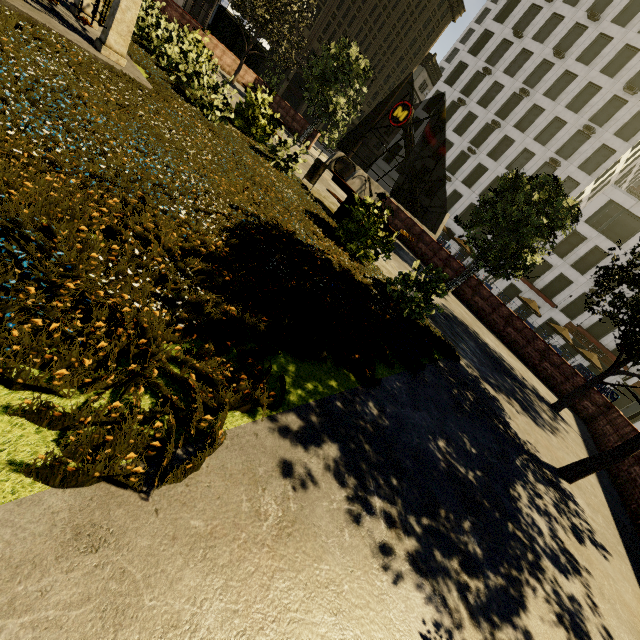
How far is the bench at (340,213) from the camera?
8.6m

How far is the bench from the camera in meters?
8.6

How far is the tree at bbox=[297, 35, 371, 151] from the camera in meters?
17.5 m

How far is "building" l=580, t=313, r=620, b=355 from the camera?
33.1 meters

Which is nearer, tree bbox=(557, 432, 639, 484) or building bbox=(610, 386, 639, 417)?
tree bbox=(557, 432, 639, 484)

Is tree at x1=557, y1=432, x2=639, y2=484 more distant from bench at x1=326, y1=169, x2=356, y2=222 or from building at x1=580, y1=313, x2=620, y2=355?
building at x1=580, y1=313, x2=620, y2=355

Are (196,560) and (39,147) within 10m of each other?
yes

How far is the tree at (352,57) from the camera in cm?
1747
